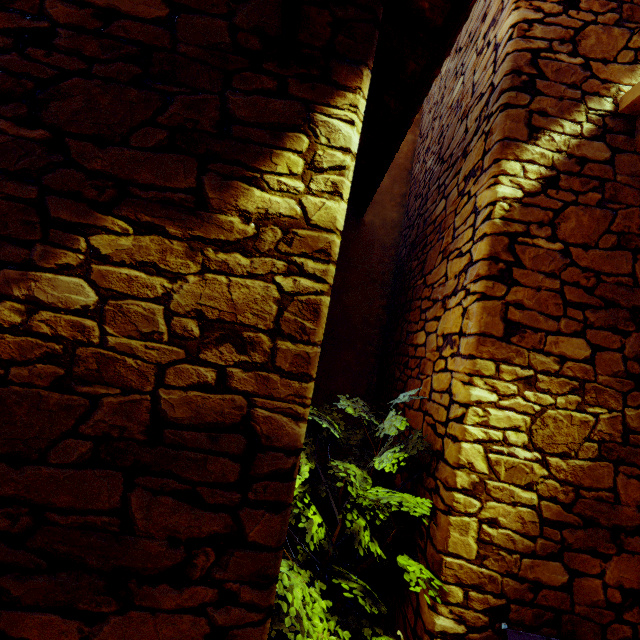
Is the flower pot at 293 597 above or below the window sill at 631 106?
below

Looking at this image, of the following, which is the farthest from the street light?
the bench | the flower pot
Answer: the bench

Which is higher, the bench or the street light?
the street light

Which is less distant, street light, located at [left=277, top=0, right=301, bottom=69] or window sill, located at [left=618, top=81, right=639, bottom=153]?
street light, located at [left=277, top=0, right=301, bottom=69]

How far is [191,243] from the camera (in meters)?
1.28

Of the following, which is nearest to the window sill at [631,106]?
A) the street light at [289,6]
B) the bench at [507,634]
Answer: the street light at [289,6]

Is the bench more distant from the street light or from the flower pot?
the street light
